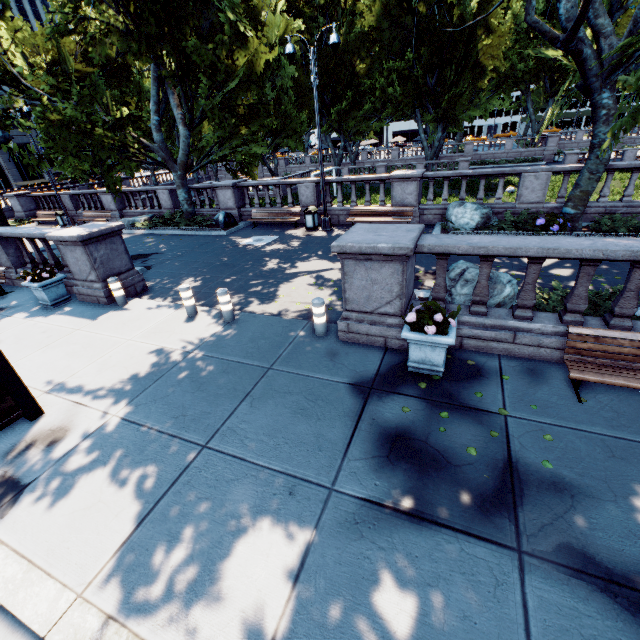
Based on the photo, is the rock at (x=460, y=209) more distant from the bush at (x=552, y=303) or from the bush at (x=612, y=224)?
the bush at (x=552, y=303)

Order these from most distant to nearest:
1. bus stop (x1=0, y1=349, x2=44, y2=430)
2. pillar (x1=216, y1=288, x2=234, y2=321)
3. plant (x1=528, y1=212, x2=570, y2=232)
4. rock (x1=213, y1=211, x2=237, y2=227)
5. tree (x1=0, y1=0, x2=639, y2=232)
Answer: rock (x1=213, y1=211, x2=237, y2=227) → plant (x1=528, y1=212, x2=570, y2=232) → tree (x1=0, y1=0, x2=639, y2=232) → pillar (x1=216, y1=288, x2=234, y2=321) → bus stop (x1=0, y1=349, x2=44, y2=430)

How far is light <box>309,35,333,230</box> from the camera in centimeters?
1251cm

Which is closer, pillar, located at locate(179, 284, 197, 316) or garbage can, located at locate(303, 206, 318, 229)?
pillar, located at locate(179, 284, 197, 316)

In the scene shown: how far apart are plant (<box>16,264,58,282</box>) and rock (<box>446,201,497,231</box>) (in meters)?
13.82

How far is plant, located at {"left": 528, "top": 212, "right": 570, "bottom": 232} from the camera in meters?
11.2

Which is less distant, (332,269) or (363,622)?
(363,622)

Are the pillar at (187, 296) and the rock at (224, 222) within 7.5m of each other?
no
